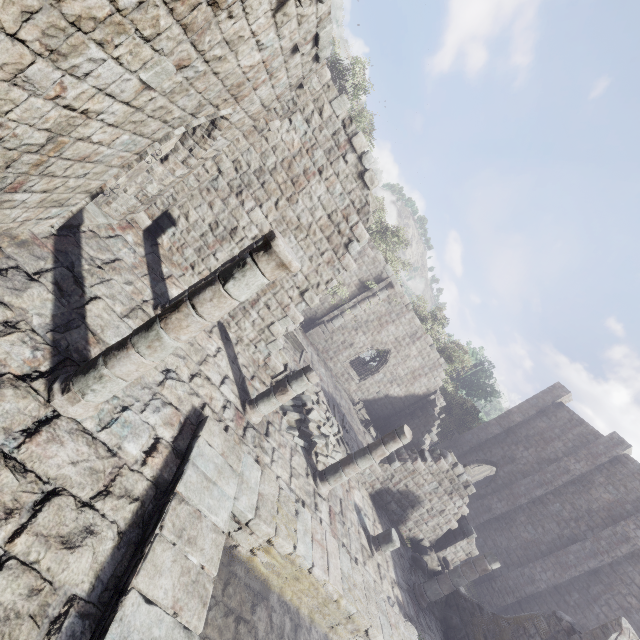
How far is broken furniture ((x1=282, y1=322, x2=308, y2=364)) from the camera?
16.3 meters

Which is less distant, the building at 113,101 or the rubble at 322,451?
the building at 113,101

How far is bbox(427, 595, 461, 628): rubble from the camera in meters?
12.7

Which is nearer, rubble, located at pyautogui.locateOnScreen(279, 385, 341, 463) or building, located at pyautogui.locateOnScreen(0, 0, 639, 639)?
building, located at pyautogui.locateOnScreen(0, 0, 639, 639)

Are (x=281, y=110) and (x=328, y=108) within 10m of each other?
yes

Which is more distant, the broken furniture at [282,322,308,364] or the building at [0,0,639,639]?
the broken furniture at [282,322,308,364]

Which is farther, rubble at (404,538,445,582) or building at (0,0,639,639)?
rubble at (404,538,445,582)

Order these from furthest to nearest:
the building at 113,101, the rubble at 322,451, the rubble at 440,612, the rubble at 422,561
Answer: the rubble at 422,561
the rubble at 440,612
the rubble at 322,451
the building at 113,101
